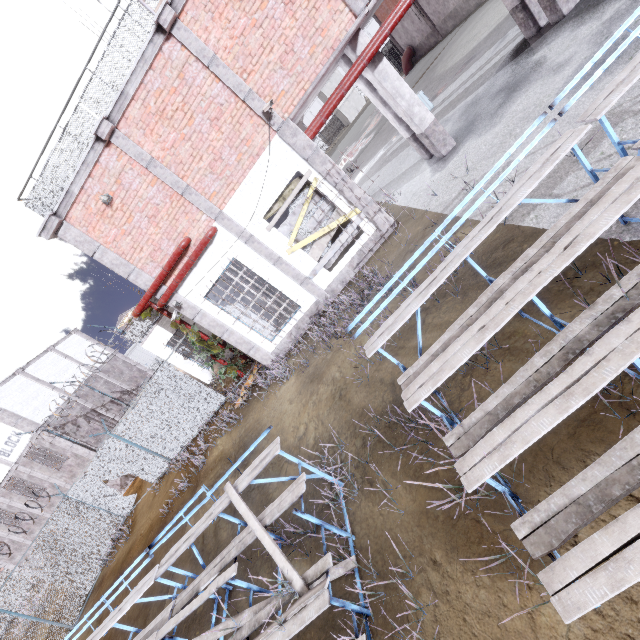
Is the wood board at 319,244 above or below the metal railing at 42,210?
below

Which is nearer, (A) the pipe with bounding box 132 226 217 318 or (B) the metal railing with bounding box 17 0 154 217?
(B) the metal railing with bounding box 17 0 154 217

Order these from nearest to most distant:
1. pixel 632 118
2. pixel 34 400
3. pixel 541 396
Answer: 1. pixel 541 396
2. pixel 632 118
3. pixel 34 400

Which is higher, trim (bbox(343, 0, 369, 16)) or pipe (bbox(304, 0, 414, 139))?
trim (bbox(343, 0, 369, 16))

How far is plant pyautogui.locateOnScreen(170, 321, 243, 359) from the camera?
10.8 meters

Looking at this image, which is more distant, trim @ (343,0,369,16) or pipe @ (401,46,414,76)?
pipe @ (401,46,414,76)

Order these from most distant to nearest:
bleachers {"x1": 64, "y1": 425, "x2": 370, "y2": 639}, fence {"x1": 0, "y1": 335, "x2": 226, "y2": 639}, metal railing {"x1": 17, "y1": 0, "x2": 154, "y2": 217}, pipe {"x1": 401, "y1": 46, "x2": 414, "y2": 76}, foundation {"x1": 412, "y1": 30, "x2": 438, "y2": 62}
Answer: pipe {"x1": 401, "y1": 46, "x2": 414, "y2": 76} → foundation {"x1": 412, "y1": 30, "x2": 438, "y2": 62} → fence {"x1": 0, "y1": 335, "x2": 226, "y2": 639} → metal railing {"x1": 17, "y1": 0, "x2": 154, "y2": 217} → bleachers {"x1": 64, "y1": 425, "x2": 370, "y2": 639}

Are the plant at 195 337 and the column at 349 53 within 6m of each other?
no
